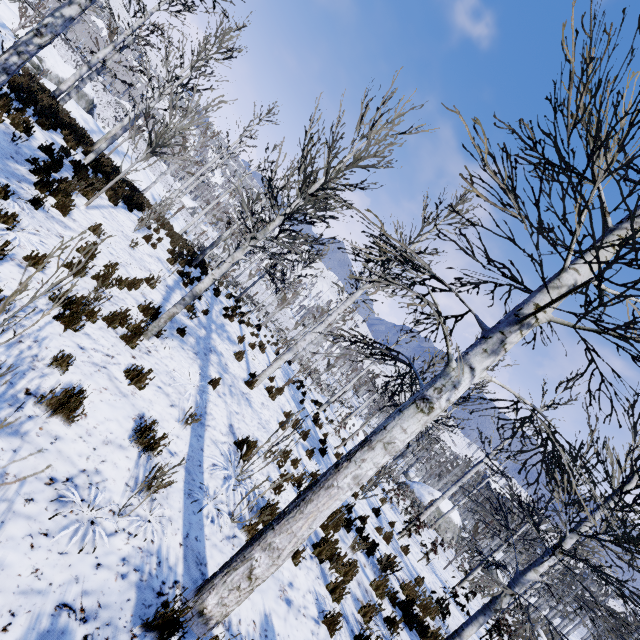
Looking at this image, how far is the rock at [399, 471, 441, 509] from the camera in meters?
36.7 m

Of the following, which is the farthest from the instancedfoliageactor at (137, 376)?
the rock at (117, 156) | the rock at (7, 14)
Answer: the rock at (7, 14)

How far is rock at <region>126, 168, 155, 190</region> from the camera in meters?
26.1

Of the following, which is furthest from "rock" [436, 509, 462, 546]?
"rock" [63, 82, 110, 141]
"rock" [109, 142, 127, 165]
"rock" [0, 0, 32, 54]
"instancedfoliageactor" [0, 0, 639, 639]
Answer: "rock" [0, 0, 32, 54]

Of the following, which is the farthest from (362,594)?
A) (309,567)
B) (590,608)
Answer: (590,608)

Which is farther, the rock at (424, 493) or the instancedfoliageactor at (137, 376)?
the rock at (424, 493)

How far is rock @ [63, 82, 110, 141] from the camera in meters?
22.1

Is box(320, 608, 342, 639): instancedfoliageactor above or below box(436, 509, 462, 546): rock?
above
